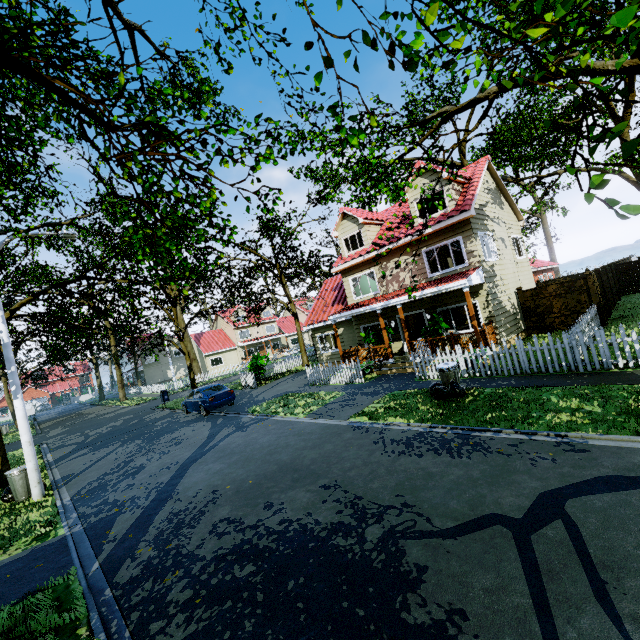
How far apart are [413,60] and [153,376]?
63.4 meters

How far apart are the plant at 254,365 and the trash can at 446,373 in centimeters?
1465cm

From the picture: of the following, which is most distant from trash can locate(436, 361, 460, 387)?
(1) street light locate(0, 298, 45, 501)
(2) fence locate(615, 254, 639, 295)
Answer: (1) street light locate(0, 298, 45, 501)

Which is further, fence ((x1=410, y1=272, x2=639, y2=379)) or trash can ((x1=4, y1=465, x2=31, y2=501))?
trash can ((x1=4, y1=465, x2=31, y2=501))

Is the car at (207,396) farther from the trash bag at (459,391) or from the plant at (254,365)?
the trash bag at (459,391)

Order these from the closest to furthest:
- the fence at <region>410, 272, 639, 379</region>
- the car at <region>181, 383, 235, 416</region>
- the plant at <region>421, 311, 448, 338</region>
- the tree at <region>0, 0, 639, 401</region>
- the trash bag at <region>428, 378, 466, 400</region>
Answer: the tree at <region>0, 0, 639, 401</region>
the fence at <region>410, 272, 639, 379</region>
the trash bag at <region>428, 378, 466, 400</region>
the plant at <region>421, 311, 448, 338</region>
the car at <region>181, 383, 235, 416</region>

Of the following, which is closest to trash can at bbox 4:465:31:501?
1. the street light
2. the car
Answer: the street light

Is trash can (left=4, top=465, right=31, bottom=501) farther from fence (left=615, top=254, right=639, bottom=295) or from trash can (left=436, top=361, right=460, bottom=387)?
trash can (left=436, top=361, right=460, bottom=387)
